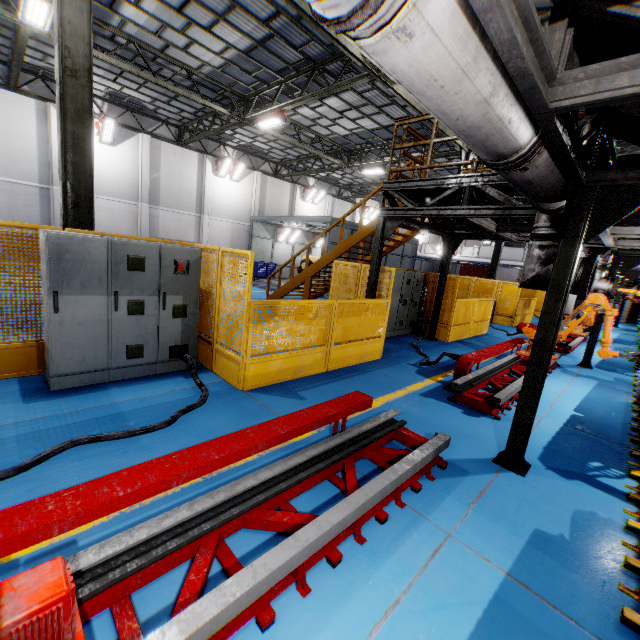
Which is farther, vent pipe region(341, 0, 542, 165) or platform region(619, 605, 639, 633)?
platform region(619, 605, 639, 633)

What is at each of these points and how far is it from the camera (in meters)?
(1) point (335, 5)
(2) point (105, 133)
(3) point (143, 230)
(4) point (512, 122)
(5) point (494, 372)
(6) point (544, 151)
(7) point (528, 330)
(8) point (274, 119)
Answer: (1) vent pipe, 1.22
(2) light, 17.16
(3) cement column, 19.69
(4) vent pipe, 2.13
(5) metal platform, 7.00
(6) vent pipe, 2.65
(7) robot arm, 8.38
(8) light, 13.45

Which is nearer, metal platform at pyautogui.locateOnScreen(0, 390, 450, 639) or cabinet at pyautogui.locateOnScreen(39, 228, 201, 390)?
metal platform at pyautogui.locateOnScreen(0, 390, 450, 639)

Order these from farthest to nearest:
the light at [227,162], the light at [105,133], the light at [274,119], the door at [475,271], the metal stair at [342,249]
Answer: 1. the door at [475,271]
2. the light at [227,162]
3. the light at [105,133]
4. the light at [274,119]
5. the metal stair at [342,249]

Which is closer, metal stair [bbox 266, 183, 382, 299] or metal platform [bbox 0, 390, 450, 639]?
metal platform [bbox 0, 390, 450, 639]

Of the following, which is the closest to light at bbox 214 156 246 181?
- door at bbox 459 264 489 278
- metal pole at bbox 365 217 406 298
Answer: metal pole at bbox 365 217 406 298

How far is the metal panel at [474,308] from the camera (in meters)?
10.88

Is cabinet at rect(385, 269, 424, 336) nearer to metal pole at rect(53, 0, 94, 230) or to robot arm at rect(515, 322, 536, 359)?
robot arm at rect(515, 322, 536, 359)
